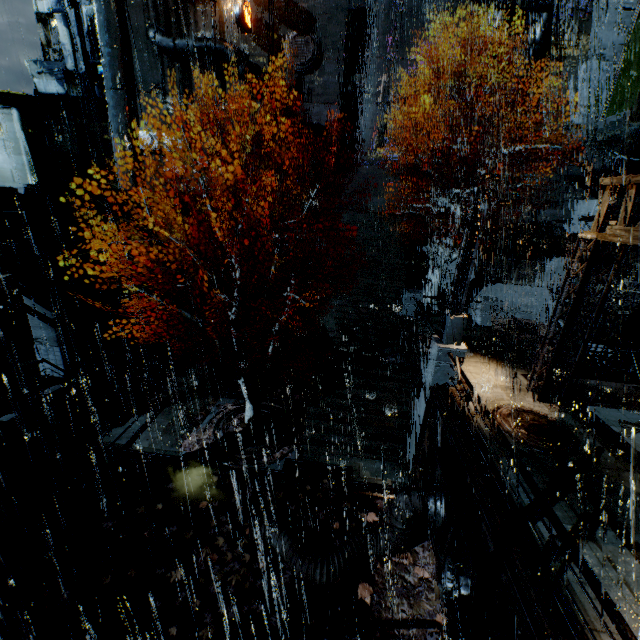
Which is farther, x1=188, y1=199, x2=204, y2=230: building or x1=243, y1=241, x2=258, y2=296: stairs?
x1=243, y1=241, x2=258, y2=296: stairs

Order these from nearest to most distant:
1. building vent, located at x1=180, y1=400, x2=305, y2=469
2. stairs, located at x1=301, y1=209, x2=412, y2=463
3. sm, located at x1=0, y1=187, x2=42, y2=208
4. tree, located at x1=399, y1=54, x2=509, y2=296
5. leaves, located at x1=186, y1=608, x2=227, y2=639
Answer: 1. leaves, located at x1=186, y1=608, x2=227, y2=639
2. sm, located at x1=0, y1=187, x2=42, y2=208
3. building vent, located at x1=180, y1=400, x2=305, y2=469
4. stairs, located at x1=301, y1=209, x2=412, y2=463
5. tree, located at x1=399, y1=54, x2=509, y2=296

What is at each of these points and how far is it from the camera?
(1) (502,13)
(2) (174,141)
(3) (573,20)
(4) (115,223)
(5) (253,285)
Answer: (1) pipe, 22.7m
(2) building vent, 29.9m
(3) building, 24.0m
(4) building, 17.5m
(5) stairs, 27.4m

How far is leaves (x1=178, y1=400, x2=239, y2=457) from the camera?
14.1 meters

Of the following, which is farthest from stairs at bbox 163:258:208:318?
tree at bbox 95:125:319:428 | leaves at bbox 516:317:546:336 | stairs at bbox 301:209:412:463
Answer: leaves at bbox 516:317:546:336

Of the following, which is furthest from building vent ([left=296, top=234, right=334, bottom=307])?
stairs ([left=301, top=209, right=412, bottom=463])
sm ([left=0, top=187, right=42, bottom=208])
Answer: sm ([left=0, top=187, right=42, bottom=208])

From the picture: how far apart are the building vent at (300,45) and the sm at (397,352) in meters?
24.2 m

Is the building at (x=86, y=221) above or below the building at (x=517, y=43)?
below
